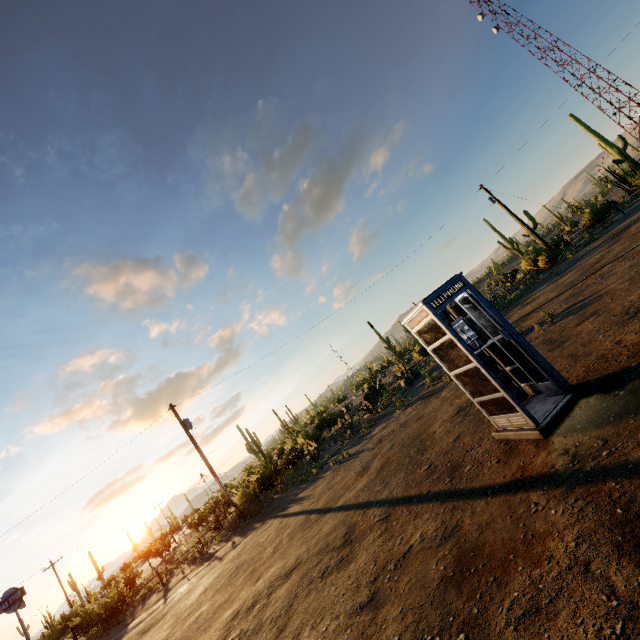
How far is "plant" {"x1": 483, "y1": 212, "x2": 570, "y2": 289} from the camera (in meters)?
24.05

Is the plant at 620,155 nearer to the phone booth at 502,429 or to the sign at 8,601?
the phone booth at 502,429

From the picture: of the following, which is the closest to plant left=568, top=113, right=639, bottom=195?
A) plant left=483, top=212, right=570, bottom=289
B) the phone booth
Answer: plant left=483, top=212, right=570, bottom=289

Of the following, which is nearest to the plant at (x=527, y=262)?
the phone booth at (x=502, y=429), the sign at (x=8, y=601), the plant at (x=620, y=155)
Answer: the plant at (x=620, y=155)

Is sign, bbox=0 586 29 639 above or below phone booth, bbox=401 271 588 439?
above

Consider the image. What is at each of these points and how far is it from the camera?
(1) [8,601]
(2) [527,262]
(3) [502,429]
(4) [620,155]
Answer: (1) sign, 17.1m
(2) plant, 27.0m
(3) phone booth, 5.6m
(4) plant, 28.0m

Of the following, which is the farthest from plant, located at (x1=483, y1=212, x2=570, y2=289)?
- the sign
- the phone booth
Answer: the sign

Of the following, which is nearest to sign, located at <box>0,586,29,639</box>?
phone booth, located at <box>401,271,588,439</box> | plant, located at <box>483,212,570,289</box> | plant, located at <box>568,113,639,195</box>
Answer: phone booth, located at <box>401,271,588,439</box>
